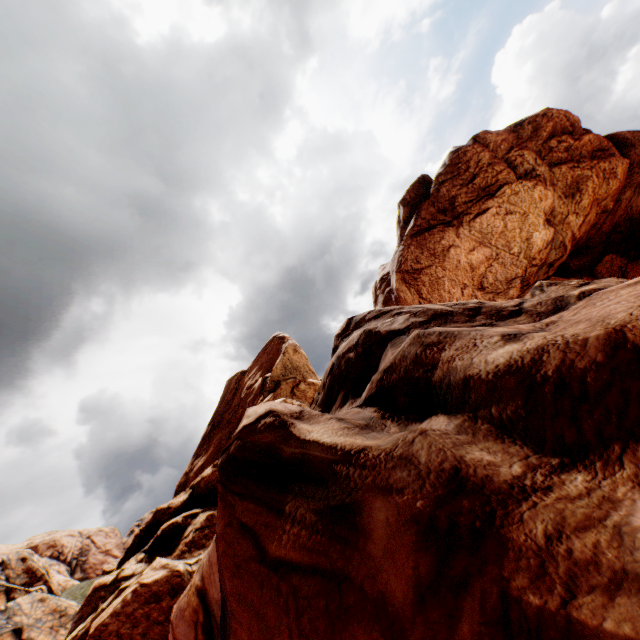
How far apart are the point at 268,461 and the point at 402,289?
26.28m
